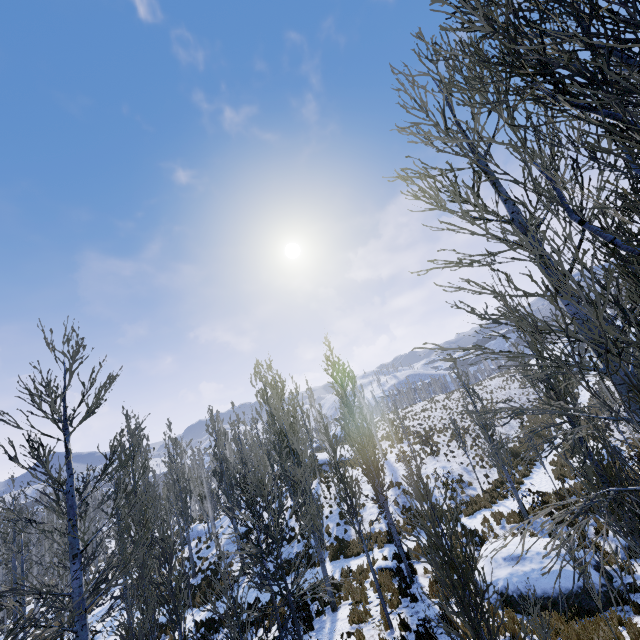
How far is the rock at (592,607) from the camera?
8.98m

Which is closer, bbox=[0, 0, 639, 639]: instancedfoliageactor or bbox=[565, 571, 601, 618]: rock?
bbox=[0, 0, 639, 639]: instancedfoliageactor

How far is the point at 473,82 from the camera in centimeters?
544cm

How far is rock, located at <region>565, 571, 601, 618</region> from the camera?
8.98m

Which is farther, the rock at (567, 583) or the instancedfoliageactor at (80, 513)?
the rock at (567, 583)

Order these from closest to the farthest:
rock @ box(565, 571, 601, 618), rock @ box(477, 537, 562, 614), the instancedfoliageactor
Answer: the instancedfoliageactor → rock @ box(565, 571, 601, 618) → rock @ box(477, 537, 562, 614)
